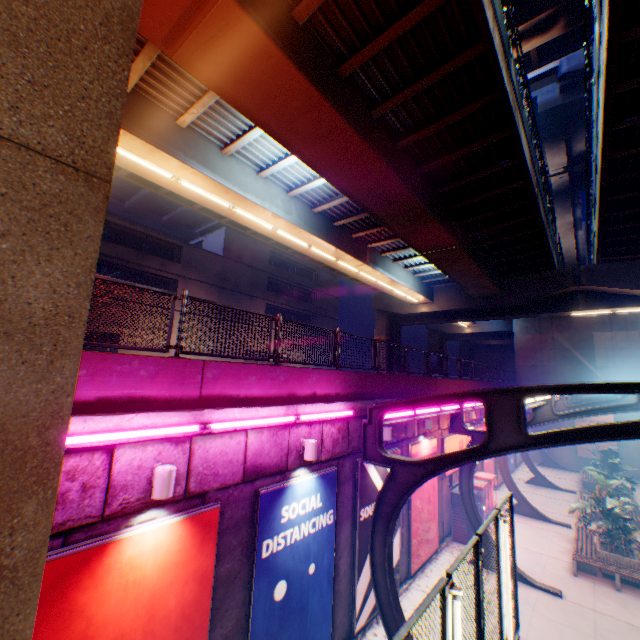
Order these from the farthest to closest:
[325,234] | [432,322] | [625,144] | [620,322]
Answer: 1. [432,322]
2. [620,322]
3. [325,234]
4. [625,144]

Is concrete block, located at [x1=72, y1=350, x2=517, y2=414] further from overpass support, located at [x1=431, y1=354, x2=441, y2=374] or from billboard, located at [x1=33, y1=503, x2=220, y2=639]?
Result: overpass support, located at [x1=431, y1=354, x2=441, y2=374]

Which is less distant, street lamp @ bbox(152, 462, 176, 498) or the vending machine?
street lamp @ bbox(152, 462, 176, 498)

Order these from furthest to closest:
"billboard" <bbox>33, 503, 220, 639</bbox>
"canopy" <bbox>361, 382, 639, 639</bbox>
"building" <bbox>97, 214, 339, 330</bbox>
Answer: "building" <bbox>97, 214, 339, 330</bbox>
"canopy" <bbox>361, 382, 639, 639</bbox>
"billboard" <bbox>33, 503, 220, 639</bbox>

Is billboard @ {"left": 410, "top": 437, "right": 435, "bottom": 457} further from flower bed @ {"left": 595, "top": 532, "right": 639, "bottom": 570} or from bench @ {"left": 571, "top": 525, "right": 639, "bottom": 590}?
flower bed @ {"left": 595, "top": 532, "right": 639, "bottom": 570}

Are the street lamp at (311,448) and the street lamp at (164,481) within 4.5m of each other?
yes

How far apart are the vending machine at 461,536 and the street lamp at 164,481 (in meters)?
13.74

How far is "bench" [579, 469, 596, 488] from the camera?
22.5 meters
